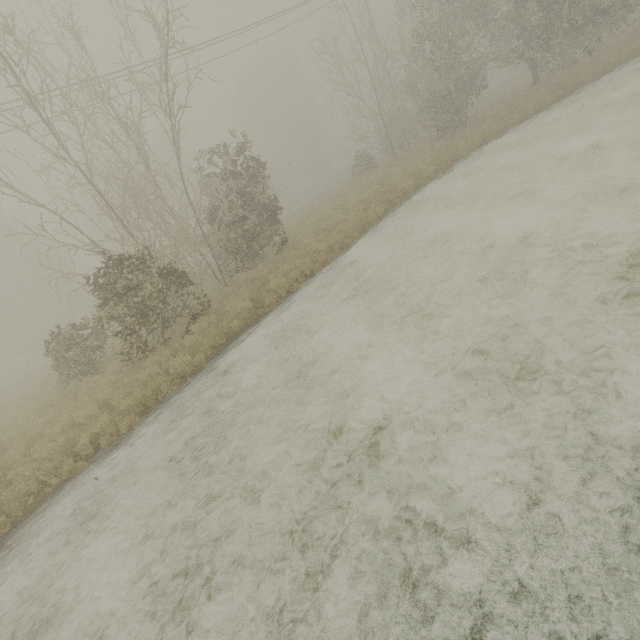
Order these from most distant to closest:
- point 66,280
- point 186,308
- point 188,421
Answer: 1. point 66,280
2. point 186,308
3. point 188,421
